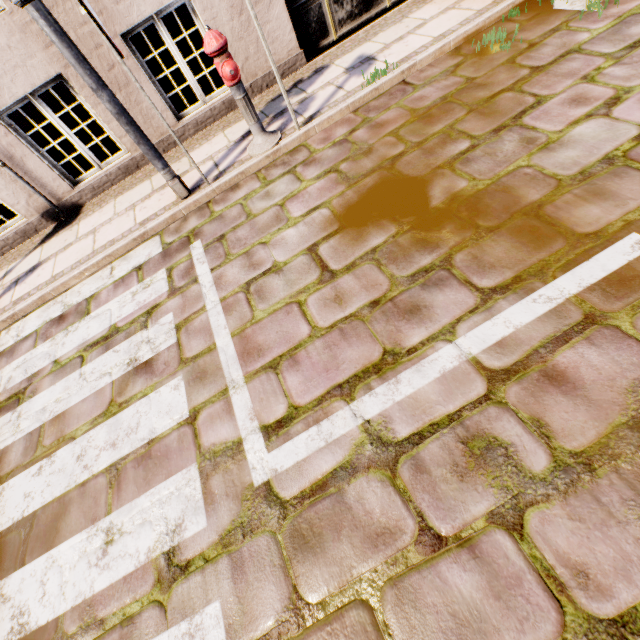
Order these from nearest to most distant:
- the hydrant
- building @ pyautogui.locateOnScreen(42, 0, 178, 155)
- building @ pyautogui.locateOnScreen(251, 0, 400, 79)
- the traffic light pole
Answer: the traffic light pole < the hydrant < building @ pyautogui.locateOnScreen(42, 0, 178, 155) < building @ pyautogui.locateOnScreen(251, 0, 400, 79)

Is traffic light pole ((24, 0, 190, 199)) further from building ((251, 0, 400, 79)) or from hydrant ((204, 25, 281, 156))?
building ((251, 0, 400, 79))

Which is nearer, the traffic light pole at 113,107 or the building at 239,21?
the traffic light pole at 113,107

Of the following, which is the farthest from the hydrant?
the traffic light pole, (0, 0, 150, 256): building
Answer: (0, 0, 150, 256): building

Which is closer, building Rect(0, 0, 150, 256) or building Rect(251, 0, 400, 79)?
building Rect(0, 0, 150, 256)

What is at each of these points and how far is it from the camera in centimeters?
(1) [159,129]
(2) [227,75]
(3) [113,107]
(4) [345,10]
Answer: (1) building, 511cm
(2) hydrant, 344cm
(3) traffic light pole, 330cm
(4) building, 522cm

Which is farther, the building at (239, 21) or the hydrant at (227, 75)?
the building at (239, 21)
